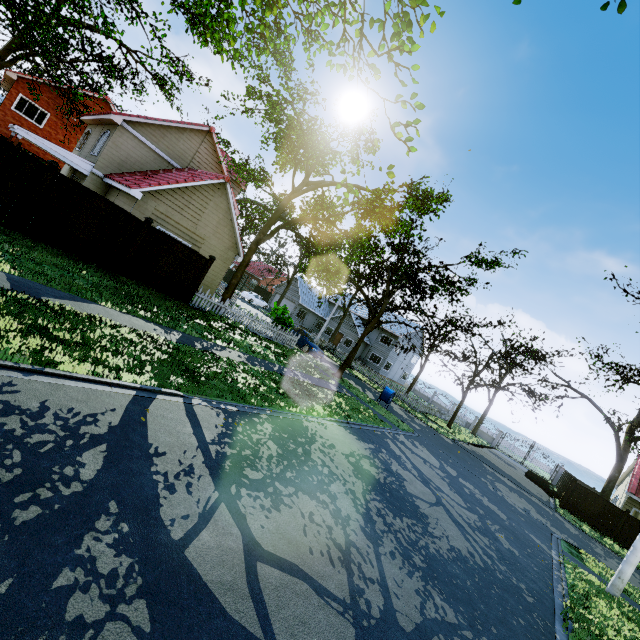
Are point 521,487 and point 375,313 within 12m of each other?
no

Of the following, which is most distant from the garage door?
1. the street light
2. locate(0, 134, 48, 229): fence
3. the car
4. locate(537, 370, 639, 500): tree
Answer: the street light

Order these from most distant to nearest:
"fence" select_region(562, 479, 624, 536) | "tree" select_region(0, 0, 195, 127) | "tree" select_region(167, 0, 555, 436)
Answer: "fence" select_region(562, 479, 624, 536)
"tree" select_region(0, 0, 195, 127)
"tree" select_region(167, 0, 555, 436)

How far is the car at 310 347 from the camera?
23.94m

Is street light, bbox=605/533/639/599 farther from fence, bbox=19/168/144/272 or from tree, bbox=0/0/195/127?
tree, bbox=0/0/195/127

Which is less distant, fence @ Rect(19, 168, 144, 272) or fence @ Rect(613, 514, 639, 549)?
fence @ Rect(19, 168, 144, 272)

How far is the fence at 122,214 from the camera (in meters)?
10.09

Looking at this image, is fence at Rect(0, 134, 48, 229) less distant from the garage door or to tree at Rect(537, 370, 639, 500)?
tree at Rect(537, 370, 639, 500)
